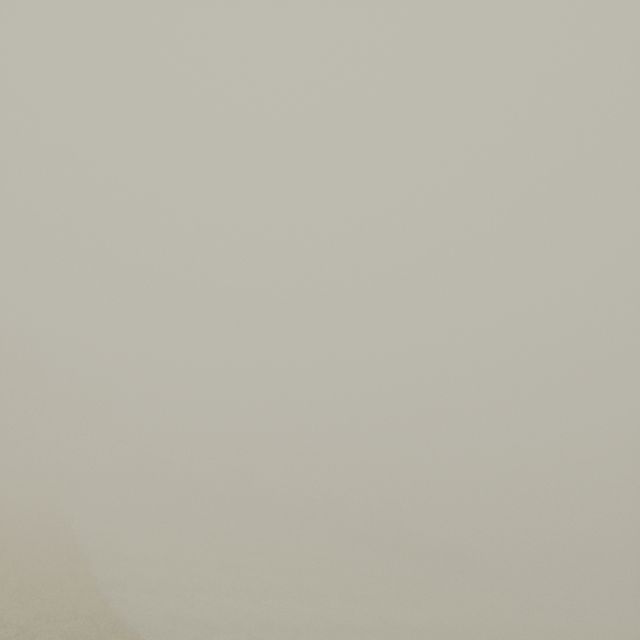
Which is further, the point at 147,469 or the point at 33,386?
the point at 147,469
